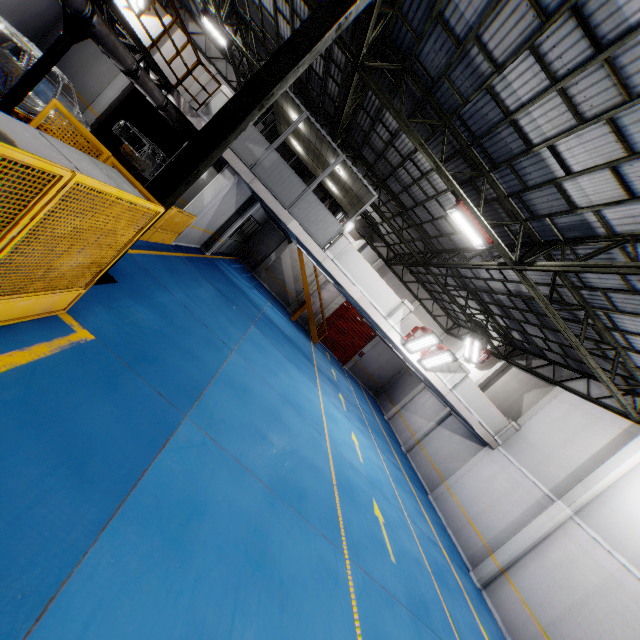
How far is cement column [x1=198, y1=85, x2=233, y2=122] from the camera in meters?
11.5

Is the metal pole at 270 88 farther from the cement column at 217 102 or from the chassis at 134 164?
the cement column at 217 102

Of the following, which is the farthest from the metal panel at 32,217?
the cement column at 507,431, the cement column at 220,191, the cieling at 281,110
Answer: the cement column at 507,431

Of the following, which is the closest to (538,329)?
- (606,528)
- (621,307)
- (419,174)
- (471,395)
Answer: (471,395)

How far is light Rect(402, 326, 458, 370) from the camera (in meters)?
12.61

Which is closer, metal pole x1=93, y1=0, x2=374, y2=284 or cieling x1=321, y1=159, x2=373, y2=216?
metal pole x1=93, y1=0, x2=374, y2=284

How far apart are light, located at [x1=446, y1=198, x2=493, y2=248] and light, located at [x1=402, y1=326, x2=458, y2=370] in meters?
3.5

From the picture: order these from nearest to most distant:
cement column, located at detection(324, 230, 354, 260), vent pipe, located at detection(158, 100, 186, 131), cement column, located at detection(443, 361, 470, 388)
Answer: vent pipe, located at detection(158, 100, 186, 131) < cement column, located at detection(324, 230, 354, 260) < cement column, located at detection(443, 361, 470, 388)
